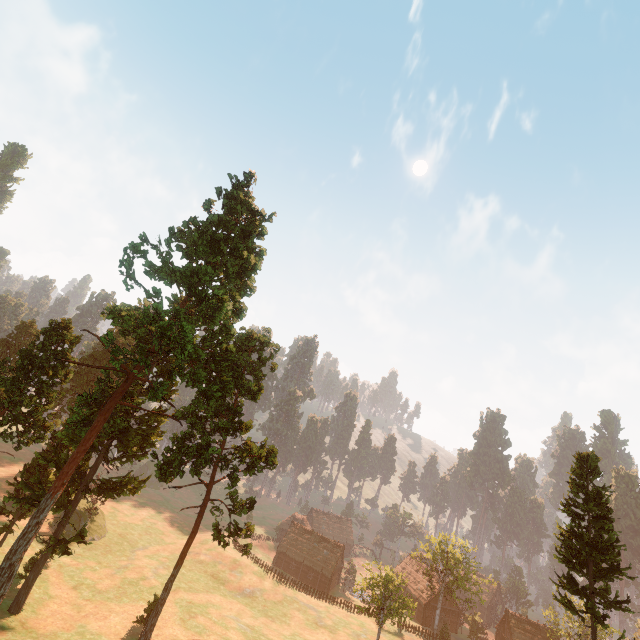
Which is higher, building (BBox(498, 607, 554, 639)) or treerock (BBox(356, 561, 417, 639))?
treerock (BBox(356, 561, 417, 639))

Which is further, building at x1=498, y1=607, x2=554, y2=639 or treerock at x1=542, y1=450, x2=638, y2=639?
building at x1=498, y1=607, x2=554, y2=639

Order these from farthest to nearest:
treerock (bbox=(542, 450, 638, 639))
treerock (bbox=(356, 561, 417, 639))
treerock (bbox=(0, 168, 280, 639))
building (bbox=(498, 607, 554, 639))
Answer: building (bbox=(498, 607, 554, 639)) → treerock (bbox=(356, 561, 417, 639)) → treerock (bbox=(0, 168, 280, 639)) → treerock (bbox=(542, 450, 638, 639))

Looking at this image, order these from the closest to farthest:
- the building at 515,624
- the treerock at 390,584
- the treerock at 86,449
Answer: the treerock at 86,449, the treerock at 390,584, the building at 515,624

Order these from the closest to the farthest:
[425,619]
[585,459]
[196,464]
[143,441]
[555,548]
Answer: [555,548] → [196,464] → [585,459] → [143,441] → [425,619]

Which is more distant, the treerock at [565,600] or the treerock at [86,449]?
the treerock at [86,449]

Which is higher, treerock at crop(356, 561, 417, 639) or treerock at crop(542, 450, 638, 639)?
treerock at crop(542, 450, 638, 639)
